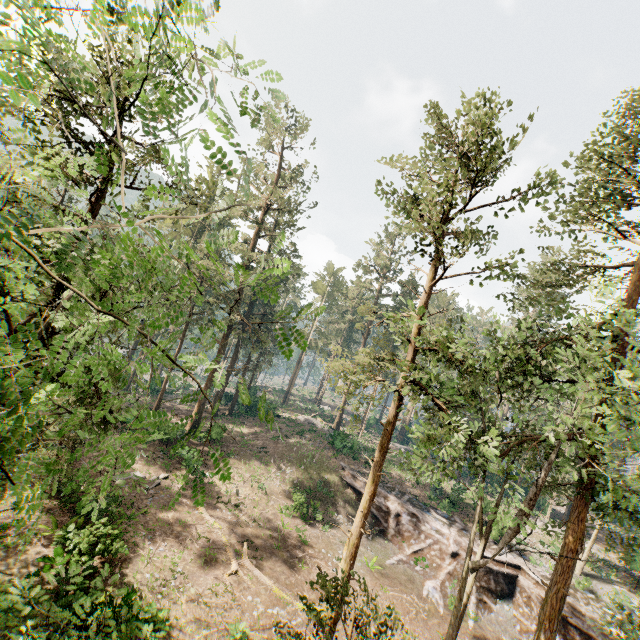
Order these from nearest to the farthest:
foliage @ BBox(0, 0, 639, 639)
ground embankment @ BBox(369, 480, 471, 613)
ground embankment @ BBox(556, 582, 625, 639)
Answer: foliage @ BBox(0, 0, 639, 639) < ground embankment @ BBox(556, 582, 625, 639) < ground embankment @ BBox(369, 480, 471, 613)

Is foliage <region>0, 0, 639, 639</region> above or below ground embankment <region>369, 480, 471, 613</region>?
above

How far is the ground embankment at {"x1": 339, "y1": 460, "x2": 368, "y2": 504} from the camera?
29.9m

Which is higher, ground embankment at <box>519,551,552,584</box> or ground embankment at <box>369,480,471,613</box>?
ground embankment at <box>519,551,552,584</box>

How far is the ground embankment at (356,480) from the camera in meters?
29.9 m

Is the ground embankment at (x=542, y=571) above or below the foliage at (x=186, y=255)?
below

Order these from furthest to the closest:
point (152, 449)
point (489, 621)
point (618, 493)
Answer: point (152, 449)
point (489, 621)
point (618, 493)
